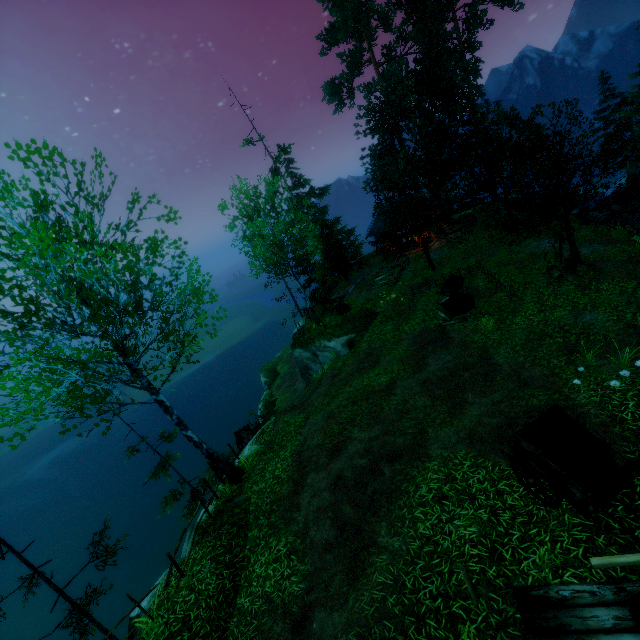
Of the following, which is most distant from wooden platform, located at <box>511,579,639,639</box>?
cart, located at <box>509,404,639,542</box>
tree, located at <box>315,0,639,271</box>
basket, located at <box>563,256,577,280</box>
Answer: basket, located at <box>563,256,577,280</box>

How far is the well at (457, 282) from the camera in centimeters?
1625cm

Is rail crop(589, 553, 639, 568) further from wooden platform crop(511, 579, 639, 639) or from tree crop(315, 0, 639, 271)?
tree crop(315, 0, 639, 271)

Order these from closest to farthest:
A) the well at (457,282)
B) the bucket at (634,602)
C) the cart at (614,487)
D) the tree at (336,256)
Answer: the bucket at (634,602), the cart at (614,487), the well at (457,282), the tree at (336,256)

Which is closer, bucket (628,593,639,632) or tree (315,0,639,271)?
bucket (628,593,639,632)

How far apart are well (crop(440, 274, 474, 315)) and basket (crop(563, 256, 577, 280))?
3.9m

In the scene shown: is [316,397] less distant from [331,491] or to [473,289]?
[331,491]

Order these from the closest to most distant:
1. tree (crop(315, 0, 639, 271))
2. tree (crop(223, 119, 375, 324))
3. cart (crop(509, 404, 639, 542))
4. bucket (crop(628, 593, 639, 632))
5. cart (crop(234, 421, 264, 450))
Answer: bucket (crop(628, 593, 639, 632)) < cart (crop(509, 404, 639, 542)) < tree (crop(315, 0, 639, 271)) < cart (crop(234, 421, 264, 450)) < tree (crop(223, 119, 375, 324))
